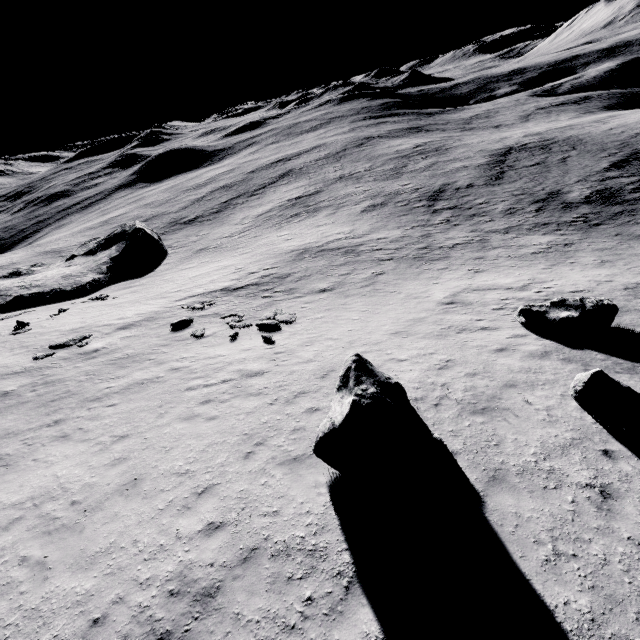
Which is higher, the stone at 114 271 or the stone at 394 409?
the stone at 394 409

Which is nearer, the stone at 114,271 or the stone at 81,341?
the stone at 81,341

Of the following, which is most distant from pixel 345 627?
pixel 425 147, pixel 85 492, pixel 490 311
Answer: pixel 425 147

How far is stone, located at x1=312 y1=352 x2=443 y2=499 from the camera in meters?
7.1 m

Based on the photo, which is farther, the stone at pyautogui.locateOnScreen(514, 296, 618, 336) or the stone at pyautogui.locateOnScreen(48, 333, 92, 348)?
the stone at pyautogui.locateOnScreen(48, 333, 92, 348)

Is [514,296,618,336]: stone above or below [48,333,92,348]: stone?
below

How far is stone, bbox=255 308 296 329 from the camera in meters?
17.1 m

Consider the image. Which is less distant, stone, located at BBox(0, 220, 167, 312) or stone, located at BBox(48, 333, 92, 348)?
stone, located at BBox(48, 333, 92, 348)
